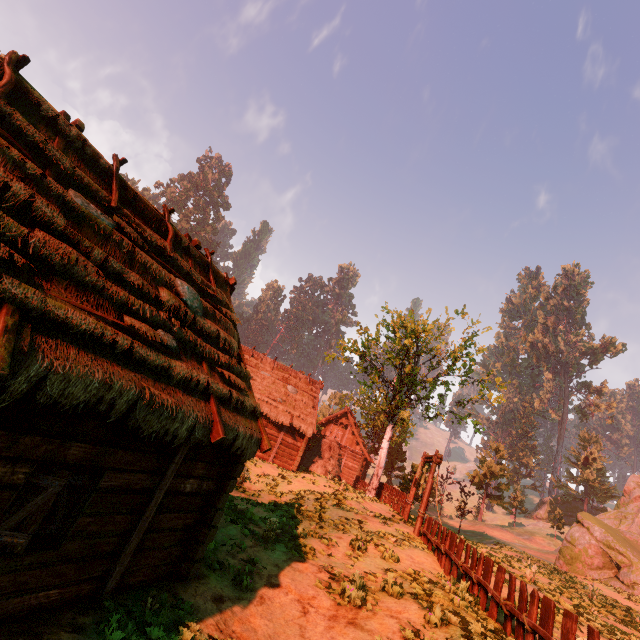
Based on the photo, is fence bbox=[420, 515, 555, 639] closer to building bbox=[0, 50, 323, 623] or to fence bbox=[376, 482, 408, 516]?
building bbox=[0, 50, 323, 623]

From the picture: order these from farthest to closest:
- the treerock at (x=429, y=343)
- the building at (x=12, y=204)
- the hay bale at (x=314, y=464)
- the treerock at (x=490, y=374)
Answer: the hay bale at (x=314, y=464) → the treerock at (x=490, y=374) → the treerock at (x=429, y=343) → the building at (x=12, y=204)

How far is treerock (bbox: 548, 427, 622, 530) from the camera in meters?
52.8

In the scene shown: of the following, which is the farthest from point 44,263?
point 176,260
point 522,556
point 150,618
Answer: point 522,556

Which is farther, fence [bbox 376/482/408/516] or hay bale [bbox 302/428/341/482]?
hay bale [bbox 302/428/341/482]

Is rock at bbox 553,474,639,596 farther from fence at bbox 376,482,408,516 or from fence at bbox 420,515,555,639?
fence at bbox 420,515,555,639

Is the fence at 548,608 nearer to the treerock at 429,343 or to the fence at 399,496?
the treerock at 429,343

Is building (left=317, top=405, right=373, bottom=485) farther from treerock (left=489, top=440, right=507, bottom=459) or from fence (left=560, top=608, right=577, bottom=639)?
fence (left=560, top=608, right=577, bottom=639)
